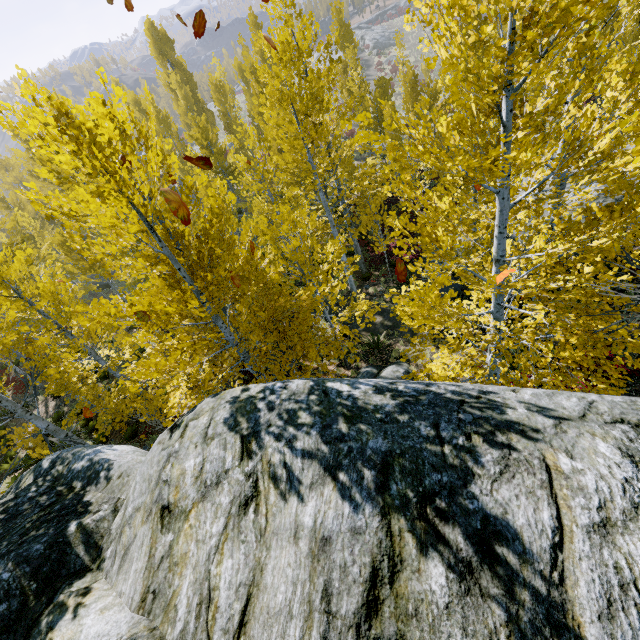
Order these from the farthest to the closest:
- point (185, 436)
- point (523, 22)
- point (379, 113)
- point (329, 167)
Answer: point (329, 167)
point (379, 113)
point (185, 436)
point (523, 22)

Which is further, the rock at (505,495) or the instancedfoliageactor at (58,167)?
the instancedfoliageactor at (58,167)

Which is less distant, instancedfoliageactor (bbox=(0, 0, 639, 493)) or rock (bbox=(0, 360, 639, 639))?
rock (bbox=(0, 360, 639, 639))
